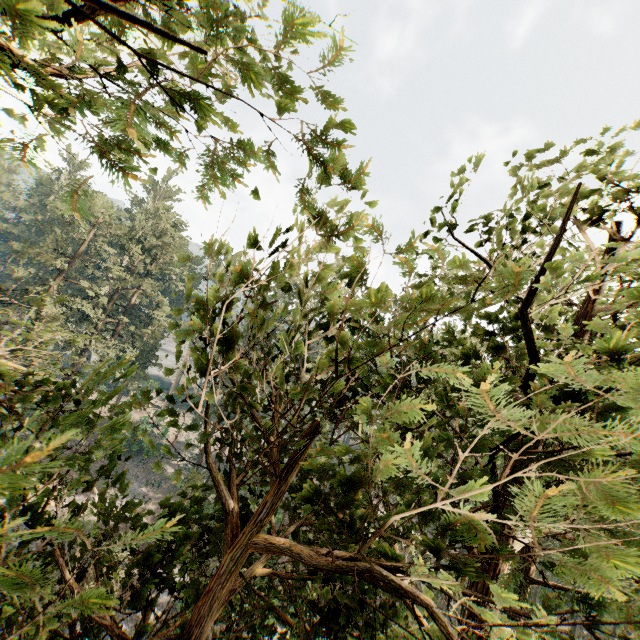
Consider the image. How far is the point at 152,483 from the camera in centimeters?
3941cm

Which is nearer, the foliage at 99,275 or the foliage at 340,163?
the foliage at 99,275

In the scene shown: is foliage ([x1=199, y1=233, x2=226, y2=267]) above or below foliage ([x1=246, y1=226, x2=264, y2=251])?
above

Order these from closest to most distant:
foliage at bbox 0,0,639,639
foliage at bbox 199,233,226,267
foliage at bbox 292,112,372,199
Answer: foliage at bbox 0,0,639,639
foliage at bbox 292,112,372,199
foliage at bbox 199,233,226,267

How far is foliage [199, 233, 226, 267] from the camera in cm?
389
